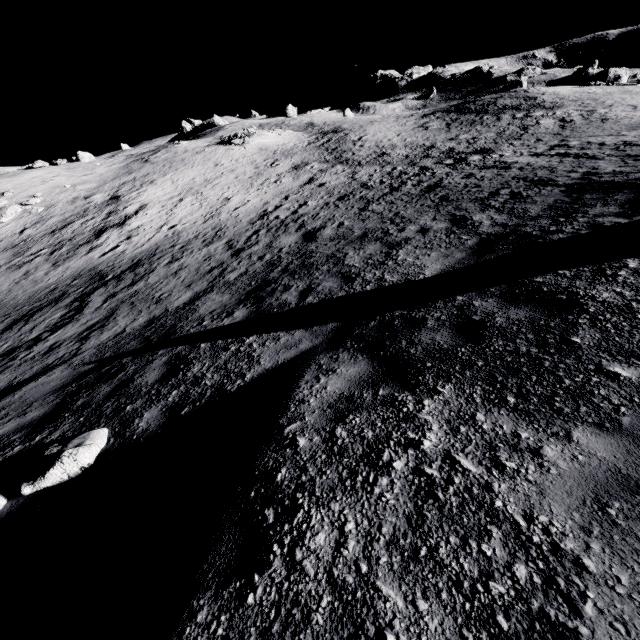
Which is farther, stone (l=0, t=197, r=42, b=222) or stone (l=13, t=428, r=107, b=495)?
stone (l=0, t=197, r=42, b=222)

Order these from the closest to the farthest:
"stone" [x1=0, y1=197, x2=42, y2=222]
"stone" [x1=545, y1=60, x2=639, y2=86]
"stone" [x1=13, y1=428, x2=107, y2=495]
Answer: A: "stone" [x1=13, y1=428, x2=107, y2=495] → "stone" [x1=0, y1=197, x2=42, y2=222] → "stone" [x1=545, y1=60, x2=639, y2=86]

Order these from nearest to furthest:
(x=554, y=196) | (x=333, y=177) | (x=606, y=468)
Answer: (x=606, y=468) < (x=554, y=196) < (x=333, y=177)

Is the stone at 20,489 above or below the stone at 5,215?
below

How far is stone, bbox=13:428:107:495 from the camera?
3.66m

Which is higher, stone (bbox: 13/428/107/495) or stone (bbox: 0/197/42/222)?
stone (bbox: 0/197/42/222)

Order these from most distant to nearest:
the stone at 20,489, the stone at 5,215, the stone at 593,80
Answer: the stone at 593,80, the stone at 5,215, the stone at 20,489

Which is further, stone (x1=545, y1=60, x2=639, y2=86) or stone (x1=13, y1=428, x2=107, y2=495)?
stone (x1=545, y1=60, x2=639, y2=86)
